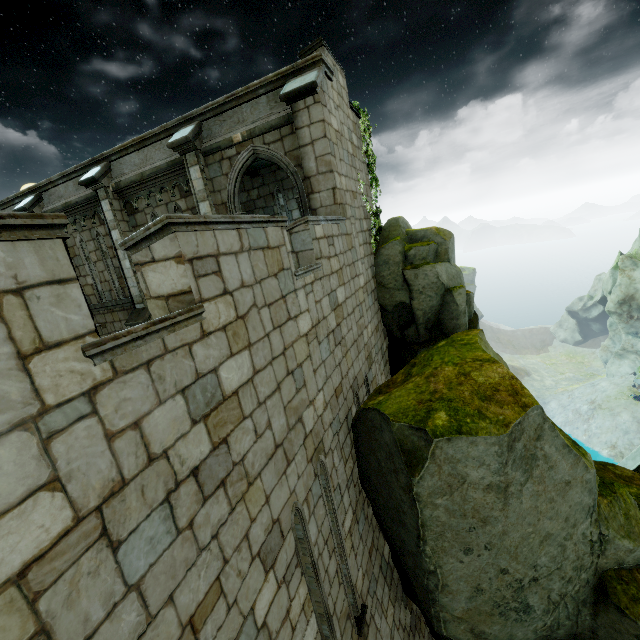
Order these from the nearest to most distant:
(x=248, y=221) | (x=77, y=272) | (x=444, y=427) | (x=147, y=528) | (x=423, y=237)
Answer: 1. (x=147, y=528)
2. (x=248, y=221)
3. (x=444, y=427)
4. (x=423, y=237)
5. (x=77, y=272)

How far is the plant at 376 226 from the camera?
9.83m

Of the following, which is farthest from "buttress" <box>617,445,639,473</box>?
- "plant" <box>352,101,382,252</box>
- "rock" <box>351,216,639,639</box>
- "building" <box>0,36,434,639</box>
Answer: "plant" <box>352,101,382,252</box>

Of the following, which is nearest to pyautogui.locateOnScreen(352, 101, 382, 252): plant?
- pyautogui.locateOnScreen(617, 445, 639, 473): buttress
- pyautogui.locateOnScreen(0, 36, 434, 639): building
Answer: pyautogui.locateOnScreen(0, 36, 434, 639): building

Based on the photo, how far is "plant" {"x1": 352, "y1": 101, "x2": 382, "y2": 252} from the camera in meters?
9.8 m

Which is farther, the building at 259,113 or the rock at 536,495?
the rock at 536,495

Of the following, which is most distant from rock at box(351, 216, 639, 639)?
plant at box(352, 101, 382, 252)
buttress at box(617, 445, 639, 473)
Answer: buttress at box(617, 445, 639, 473)
